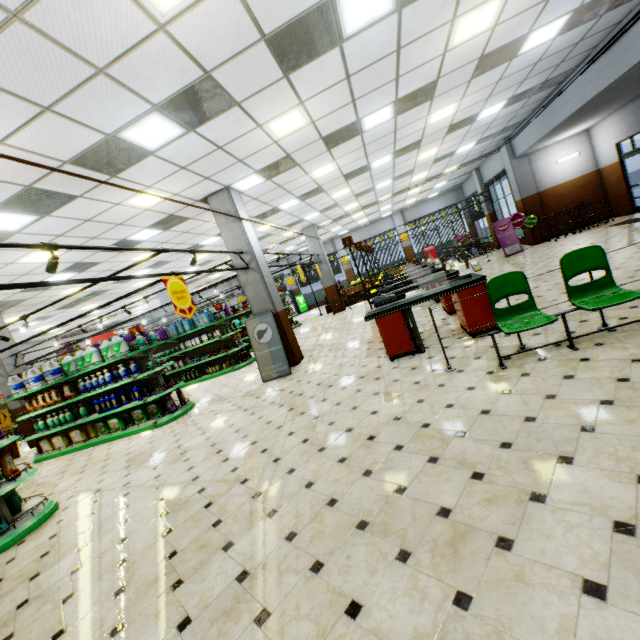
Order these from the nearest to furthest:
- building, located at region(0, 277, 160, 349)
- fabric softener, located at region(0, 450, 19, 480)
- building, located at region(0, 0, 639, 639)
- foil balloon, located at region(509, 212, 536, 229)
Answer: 1. building, located at region(0, 0, 639, 639)
2. fabric softener, located at region(0, 450, 19, 480)
3. building, located at region(0, 277, 160, 349)
4. foil balloon, located at region(509, 212, 536, 229)

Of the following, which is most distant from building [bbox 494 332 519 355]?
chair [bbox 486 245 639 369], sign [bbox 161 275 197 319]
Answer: sign [bbox 161 275 197 319]

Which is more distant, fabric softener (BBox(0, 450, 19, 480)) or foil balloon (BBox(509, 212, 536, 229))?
foil balloon (BBox(509, 212, 536, 229))

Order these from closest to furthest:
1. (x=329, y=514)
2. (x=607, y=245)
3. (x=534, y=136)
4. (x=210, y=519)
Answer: (x=329, y=514)
(x=210, y=519)
(x=607, y=245)
(x=534, y=136)

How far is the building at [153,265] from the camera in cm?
1219

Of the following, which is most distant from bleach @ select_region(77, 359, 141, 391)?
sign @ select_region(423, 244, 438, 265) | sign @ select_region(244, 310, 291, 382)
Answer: sign @ select_region(423, 244, 438, 265)

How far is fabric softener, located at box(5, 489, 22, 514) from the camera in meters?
5.1 m

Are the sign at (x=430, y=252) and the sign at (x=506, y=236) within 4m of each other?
no
